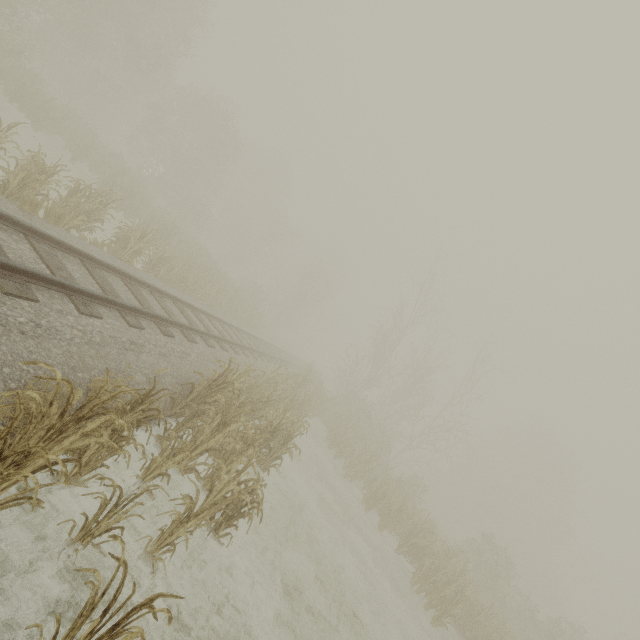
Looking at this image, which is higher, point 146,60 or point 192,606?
point 146,60
